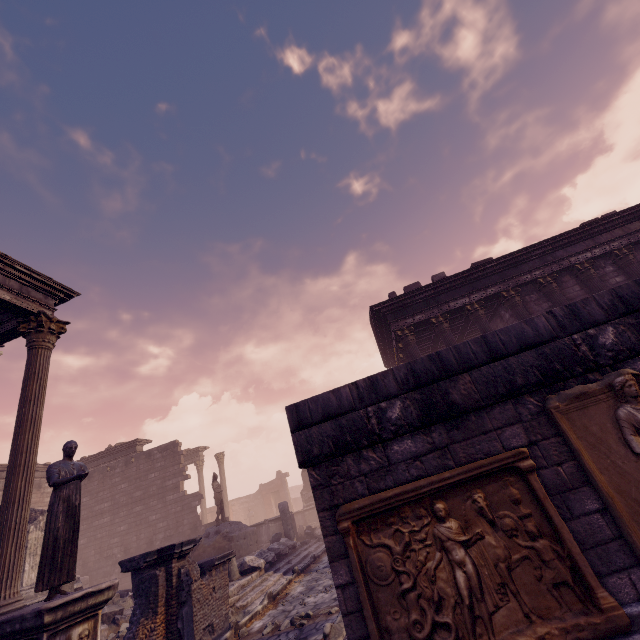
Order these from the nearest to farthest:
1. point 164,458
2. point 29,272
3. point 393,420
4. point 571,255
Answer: point 393,420, point 29,272, point 571,255, point 164,458

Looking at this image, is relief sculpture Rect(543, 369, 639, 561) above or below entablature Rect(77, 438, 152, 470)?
below

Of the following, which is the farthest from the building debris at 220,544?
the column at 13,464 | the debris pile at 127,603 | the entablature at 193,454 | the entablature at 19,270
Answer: the entablature at 193,454

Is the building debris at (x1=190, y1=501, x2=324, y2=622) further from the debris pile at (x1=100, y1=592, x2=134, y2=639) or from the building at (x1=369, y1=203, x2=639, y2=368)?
the building at (x1=369, y1=203, x2=639, y2=368)

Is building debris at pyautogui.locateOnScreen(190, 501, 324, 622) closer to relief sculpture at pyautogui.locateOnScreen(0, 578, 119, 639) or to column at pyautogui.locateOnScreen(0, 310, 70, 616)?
relief sculpture at pyautogui.locateOnScreen(0, 578, 119, 639)

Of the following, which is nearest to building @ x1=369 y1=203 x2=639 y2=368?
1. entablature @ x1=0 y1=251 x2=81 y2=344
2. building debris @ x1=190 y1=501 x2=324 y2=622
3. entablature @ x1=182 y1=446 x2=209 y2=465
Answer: building debris @ x1=190 y1=501 x2=324 y2=622

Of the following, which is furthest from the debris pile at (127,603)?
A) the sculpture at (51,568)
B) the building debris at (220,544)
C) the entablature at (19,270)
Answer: the entablature at (19,270)

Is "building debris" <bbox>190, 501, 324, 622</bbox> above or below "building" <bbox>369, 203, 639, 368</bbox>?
below
